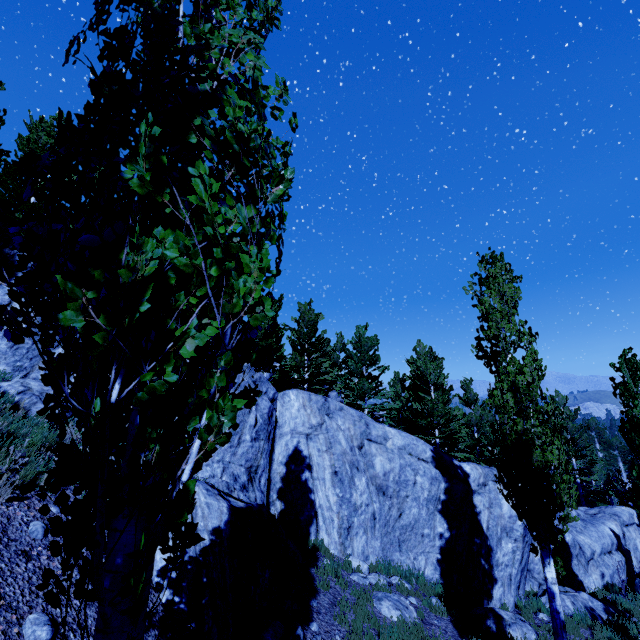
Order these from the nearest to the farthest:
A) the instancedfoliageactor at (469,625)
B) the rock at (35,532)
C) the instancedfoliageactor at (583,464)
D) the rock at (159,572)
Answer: the instancedfoliageactor at (583,464)
the rock at (35,532)
the rock at (159,572)
the instancedfoliageactor at (469,625)

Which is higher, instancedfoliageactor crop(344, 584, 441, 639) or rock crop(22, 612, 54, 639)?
rock crop(22, 612, 54, 639)

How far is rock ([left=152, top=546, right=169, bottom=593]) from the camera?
4.8 meters

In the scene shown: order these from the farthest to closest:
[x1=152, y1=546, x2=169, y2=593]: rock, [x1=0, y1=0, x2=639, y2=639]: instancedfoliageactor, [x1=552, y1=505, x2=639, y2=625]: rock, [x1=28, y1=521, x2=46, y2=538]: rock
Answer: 1. [x1=552, y1=505, x2=639, y2=625]: rock
2. [x1=152, y1=546, x2=169, y2=593]: rock
3. [x1=28, y1=521, x2=46, y2=538]: rock
4. [x1=0, y1=0, x2=639, y2=639]: instancedfoliageactor

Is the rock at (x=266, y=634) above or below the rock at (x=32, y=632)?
below

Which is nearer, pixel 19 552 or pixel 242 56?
pixel 242 56

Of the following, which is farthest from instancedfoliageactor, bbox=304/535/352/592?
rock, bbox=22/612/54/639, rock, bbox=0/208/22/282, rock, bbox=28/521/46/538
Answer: rock, bbox=28/521/46/538

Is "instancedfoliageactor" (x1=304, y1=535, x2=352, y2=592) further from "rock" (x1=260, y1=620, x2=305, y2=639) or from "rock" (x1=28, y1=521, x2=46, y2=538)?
"rock" (x1=28, y1=521, x2=46, y2=538)
